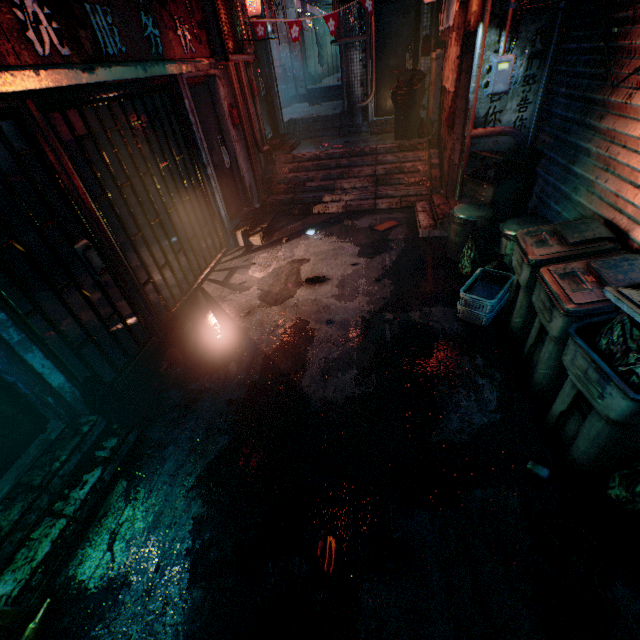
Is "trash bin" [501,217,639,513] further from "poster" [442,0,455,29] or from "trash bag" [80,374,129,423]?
"poster" [442,0,455,29]

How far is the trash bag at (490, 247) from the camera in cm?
346

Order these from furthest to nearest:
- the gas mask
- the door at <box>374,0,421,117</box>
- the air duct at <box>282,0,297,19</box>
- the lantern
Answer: the air duct at <box>282,0,297,19</box> < the door at <box>374,0,421,117</box> < the lantern < the gas mask

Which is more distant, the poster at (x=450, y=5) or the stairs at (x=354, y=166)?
the stairs at (x=354, y=166)

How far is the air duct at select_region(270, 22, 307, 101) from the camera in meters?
10.5 m

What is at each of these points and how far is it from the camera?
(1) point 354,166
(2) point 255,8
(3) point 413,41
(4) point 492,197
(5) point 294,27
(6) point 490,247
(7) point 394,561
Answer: (1) stairs, 6.6m
(2) lantern, 5.5m
(3) door, 6.9m
(4) trash bin, 4.0m
(5) flag, 5.3m
(6) trash bag, 4.0m
(7) cigarette box, 1.8m

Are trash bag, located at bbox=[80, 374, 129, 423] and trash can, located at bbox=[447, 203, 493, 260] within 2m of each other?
no

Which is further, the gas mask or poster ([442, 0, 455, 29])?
poster ([442, 0, 455, 29])
